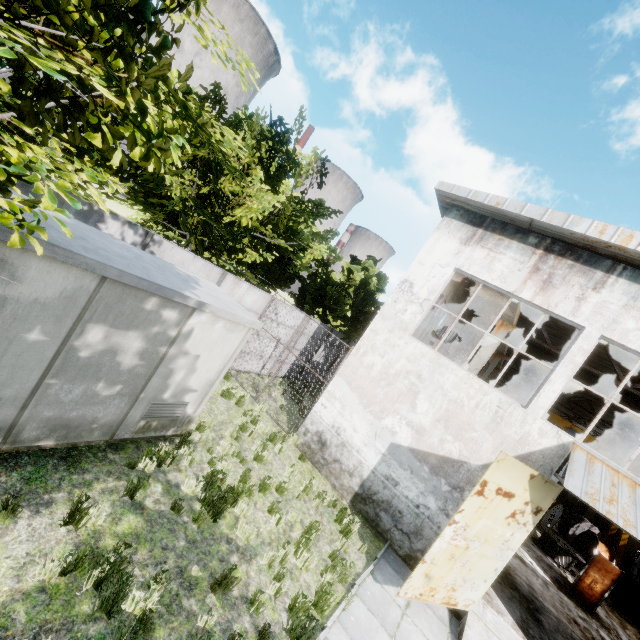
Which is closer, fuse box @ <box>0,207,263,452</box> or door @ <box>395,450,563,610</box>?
fuse box @ <box>0,207,263,452</box>

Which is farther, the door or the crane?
the crane

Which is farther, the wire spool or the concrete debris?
the wire spool

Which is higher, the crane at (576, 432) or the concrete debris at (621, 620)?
the crane at (576, 432)

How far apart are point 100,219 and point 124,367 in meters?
4.1

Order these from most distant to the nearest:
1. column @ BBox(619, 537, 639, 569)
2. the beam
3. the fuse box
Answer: column @ BBox(619, 537, 639, 569) < the beam < the fuse box

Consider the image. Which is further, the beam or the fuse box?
the beam

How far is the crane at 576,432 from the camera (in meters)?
23.31
